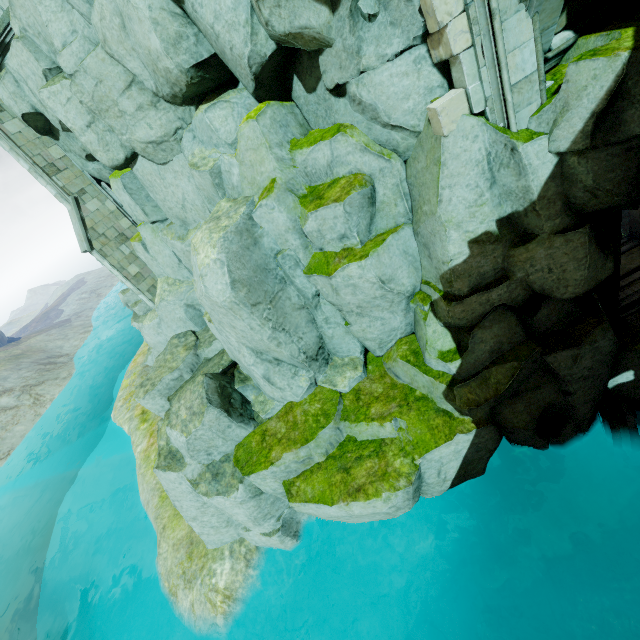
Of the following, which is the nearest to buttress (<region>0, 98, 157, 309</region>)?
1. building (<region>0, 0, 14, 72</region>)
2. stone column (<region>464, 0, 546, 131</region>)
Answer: building (<region>0, 0, 14, 72</region>)

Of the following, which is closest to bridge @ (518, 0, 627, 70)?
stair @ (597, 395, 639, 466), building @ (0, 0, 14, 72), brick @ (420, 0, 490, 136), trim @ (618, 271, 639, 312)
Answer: brick @ (420, 0, 490, 136)

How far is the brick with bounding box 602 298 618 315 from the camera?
7.91m

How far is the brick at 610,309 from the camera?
7.9m

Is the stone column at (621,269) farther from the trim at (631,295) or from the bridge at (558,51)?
the bridge at (558,51)

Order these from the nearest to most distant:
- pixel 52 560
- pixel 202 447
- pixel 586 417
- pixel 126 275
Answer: pixel 586 417
pixel 202 447
pixel 126 275
pixel 52 560

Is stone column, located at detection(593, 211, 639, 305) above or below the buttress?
below

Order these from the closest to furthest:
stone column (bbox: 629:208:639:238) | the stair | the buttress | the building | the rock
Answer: the rock, the stair, stone column (bbox: 629:208:639:238), the building, the buttress
